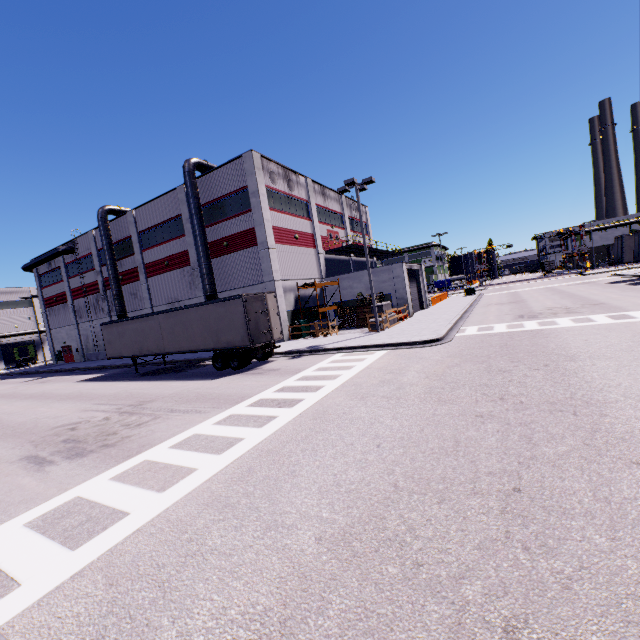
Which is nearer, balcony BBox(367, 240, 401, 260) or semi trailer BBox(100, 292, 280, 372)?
semi trailer BBox(100, 292, 280, 372)

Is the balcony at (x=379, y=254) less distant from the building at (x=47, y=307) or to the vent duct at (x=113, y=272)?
the building at (x=47, y=307)

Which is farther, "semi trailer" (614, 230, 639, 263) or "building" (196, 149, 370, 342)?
"semi trailer" (614, 230, 639, 263)

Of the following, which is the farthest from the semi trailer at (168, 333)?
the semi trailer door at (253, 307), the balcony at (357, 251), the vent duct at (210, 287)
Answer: the balcony at (357, 251)

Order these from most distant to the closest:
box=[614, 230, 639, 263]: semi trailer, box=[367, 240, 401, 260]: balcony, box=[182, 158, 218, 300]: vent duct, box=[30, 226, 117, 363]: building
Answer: box=[367, 240, 401, 260]: balcony < box=[30, 226, 117, 363]: building < box=[614, 230, 639, 263]: semi trailer < box=[182, 158, 218, 300]: vent duct

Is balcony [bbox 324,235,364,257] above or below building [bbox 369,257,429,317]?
above

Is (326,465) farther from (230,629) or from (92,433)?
(92,433)

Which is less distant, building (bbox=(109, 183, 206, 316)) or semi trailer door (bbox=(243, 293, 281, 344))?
semi trailer door (bbox=(243, 293, 281, 344))
